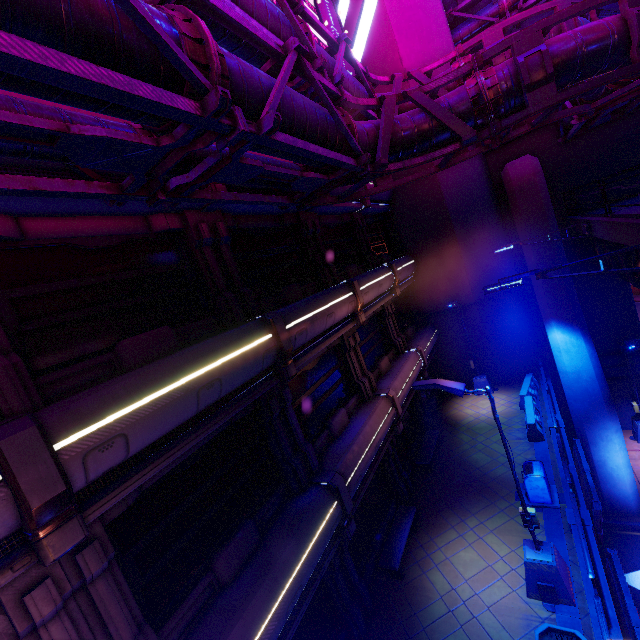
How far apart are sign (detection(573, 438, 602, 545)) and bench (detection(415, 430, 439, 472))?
5.3 meters

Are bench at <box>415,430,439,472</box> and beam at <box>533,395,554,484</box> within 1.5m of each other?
no

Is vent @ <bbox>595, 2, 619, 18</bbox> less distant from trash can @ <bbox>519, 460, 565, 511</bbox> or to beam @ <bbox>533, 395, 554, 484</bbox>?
beam @ <bbox>533, 395, 554, 484</bbox>

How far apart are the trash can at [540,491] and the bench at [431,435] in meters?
3.3

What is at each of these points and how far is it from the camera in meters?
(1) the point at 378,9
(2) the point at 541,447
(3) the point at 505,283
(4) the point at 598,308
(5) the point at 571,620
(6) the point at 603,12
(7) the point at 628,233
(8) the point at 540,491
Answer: (1) building, 17.5
(2) beam, 13.5
(3) street light, 6.6
(4) wall arch, 17.9
(5) beam, 7.7
(6) vent, 16.5
(7) walkway, 8.3
(8) trash can, 10.8

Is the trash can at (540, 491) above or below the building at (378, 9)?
below

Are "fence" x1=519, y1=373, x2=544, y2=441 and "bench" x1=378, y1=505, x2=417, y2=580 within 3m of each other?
no

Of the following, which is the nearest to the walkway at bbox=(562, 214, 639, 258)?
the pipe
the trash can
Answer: the pipe
